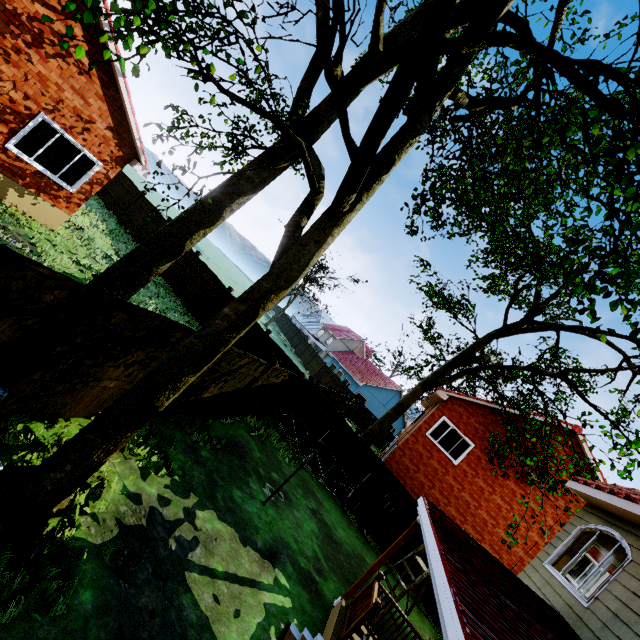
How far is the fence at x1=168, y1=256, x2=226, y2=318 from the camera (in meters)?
16.84

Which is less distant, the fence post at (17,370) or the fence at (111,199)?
the fence post at (17,370)

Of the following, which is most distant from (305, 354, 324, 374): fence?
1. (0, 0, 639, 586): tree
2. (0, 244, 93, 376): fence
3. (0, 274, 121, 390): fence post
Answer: (0, 274, 121, 390): fence post

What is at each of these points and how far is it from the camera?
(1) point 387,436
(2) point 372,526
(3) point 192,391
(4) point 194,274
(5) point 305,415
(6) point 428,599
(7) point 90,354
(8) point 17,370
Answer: (1) fence, 34.6 meters
(2) fence, 12.2 meters
(3) fence, 7.8 meters
(4) fence, 17.5 meters
(5) fence, 14.0 meters
(6) fence, 11.1 meters
(7) fence, 4.9 meters
(8) fence post, 4.1 meters

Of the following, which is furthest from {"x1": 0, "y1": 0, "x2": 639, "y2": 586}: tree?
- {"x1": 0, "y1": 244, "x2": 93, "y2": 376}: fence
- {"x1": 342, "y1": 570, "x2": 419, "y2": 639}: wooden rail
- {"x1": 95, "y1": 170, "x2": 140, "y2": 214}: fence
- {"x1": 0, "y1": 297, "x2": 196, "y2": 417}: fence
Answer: {"x1": 0, "y1": 244, "x2": 93, "y2": 376}: fence

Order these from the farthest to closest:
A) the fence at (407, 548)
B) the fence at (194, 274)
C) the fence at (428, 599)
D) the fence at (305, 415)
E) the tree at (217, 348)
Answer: the fence at (194, 274)
the fence at (305, 415)
the fence at (407, 548)
the fence at (428, 599)
the tree at (217, 348)
